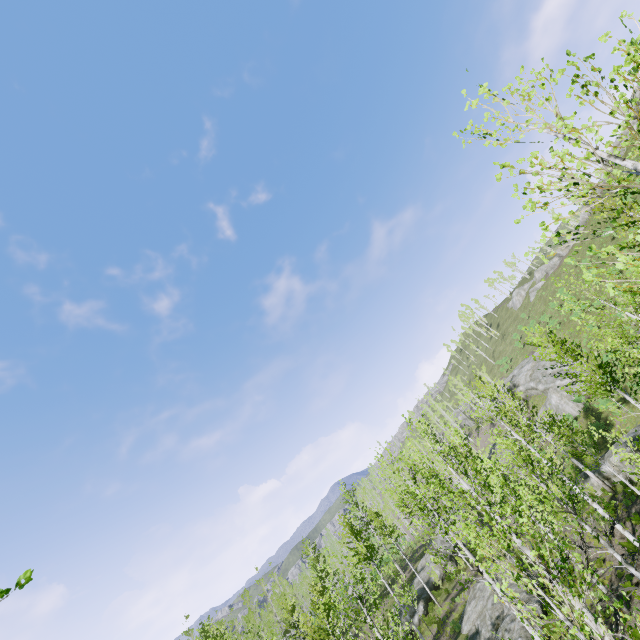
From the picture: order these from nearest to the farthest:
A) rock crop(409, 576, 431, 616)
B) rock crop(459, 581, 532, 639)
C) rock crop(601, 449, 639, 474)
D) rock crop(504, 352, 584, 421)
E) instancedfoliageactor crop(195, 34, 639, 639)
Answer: instancedfoliageactor crop(195, 34, 639, 639) → rock crop(459, 581, 532, 639) → rock crop(601, 449, 639, 474) → rock crop(409, 576, 431, 616) → rock crop(504, 352, 584, 421)

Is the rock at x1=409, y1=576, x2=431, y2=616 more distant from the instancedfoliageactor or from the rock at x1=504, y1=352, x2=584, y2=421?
the rock at x1=504, y1=352, x2=584, y2=421

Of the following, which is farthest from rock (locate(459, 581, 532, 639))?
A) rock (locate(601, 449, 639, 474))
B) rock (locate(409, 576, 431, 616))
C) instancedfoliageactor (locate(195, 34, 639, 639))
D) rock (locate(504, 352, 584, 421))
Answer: rock (locate(504, 352, 584, 421))

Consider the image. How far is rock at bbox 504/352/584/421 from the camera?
35.9 meters

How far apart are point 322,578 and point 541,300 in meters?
55.9 m

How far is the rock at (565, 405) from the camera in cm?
3594

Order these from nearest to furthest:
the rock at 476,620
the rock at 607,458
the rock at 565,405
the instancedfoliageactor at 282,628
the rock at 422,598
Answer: the instancedfoliageactor at 282,628 → the rock at 476,620 → the rock at 607,458 → the rock at 422,598 → the rock at 565,405
